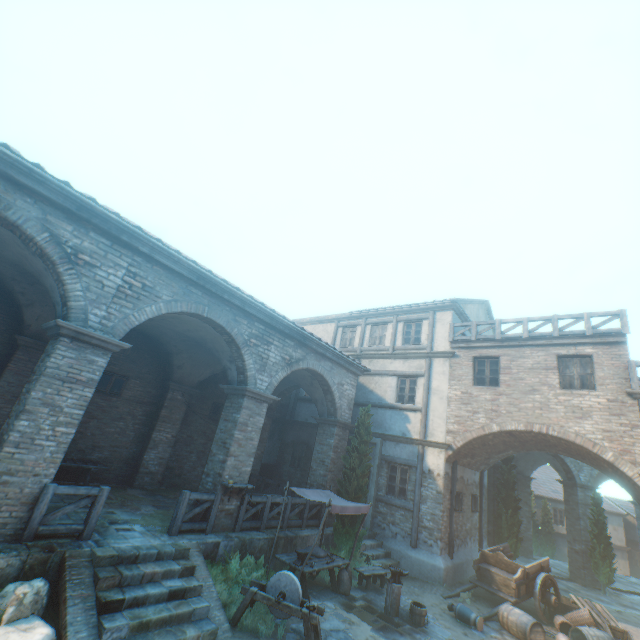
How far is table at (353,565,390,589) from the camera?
9.8 meters

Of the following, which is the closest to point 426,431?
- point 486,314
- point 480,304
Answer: point 480,304

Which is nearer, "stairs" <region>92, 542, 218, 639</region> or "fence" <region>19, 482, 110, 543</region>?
"stairs" <region>92, 542, 218, 639</region>

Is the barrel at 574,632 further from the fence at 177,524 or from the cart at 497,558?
the fence at 177,524

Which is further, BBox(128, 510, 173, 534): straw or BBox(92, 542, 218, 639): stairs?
BBox(128, 510, 173, 534): straw

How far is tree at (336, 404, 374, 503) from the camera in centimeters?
1215cm

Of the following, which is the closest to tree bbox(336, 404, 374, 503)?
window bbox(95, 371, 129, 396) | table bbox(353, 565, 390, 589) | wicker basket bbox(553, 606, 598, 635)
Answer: table bbox(353, 565, 390, 589)

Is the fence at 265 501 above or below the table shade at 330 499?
below
